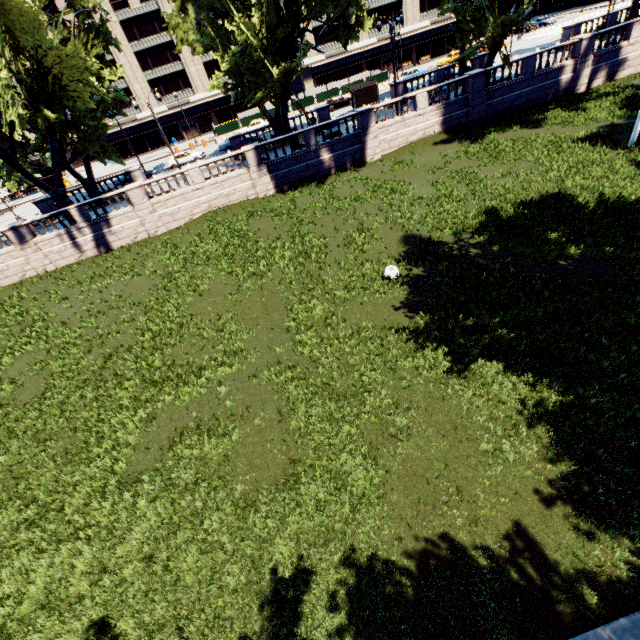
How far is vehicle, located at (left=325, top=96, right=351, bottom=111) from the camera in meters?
44.4

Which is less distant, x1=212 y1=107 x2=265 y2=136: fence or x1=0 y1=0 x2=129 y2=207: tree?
x1=0 y1=0 x2=129 y2=207: tree

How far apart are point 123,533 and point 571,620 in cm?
1006

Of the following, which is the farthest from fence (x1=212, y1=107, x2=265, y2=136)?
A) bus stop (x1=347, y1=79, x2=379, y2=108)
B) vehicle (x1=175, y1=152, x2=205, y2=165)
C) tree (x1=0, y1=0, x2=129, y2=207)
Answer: tree (x1=0, y1=0, x2=129, y2=207)

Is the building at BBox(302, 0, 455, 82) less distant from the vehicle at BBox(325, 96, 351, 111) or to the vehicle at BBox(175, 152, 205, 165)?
the vehicle at BBox(325, 96, 351, 111)

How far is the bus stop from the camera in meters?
38.2 m

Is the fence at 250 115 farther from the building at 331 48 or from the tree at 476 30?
the tree at 476 30

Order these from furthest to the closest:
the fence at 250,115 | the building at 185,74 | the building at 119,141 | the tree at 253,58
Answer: the building at 119,141 → the building at 185,74 → the fence at 250,115 → the tree at 253,58
